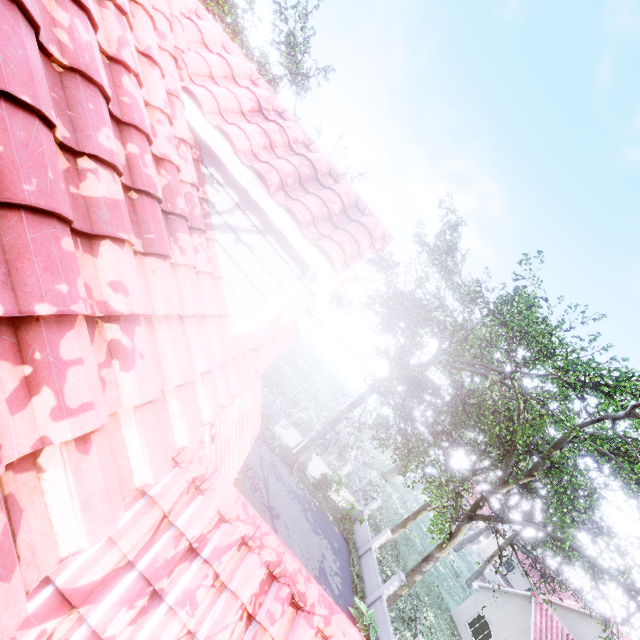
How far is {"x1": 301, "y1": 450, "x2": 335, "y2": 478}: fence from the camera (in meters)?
22.78

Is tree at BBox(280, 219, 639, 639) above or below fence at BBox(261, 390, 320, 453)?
above

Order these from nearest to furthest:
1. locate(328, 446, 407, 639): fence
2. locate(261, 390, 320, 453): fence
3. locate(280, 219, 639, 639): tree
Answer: locate(280, 219, 639, 639): tree, locate(328, 446, 407, 639): fence, locate(261, 390, 320, 453): fence

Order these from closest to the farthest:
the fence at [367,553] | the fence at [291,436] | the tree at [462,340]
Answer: the tree at [462,340] < the fence at [367,553] < the fence at [291,436]

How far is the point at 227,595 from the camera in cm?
288

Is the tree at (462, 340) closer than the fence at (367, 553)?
Yes

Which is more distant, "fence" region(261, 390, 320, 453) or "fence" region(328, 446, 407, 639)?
"fence" region(261, 390, 320, 453)
